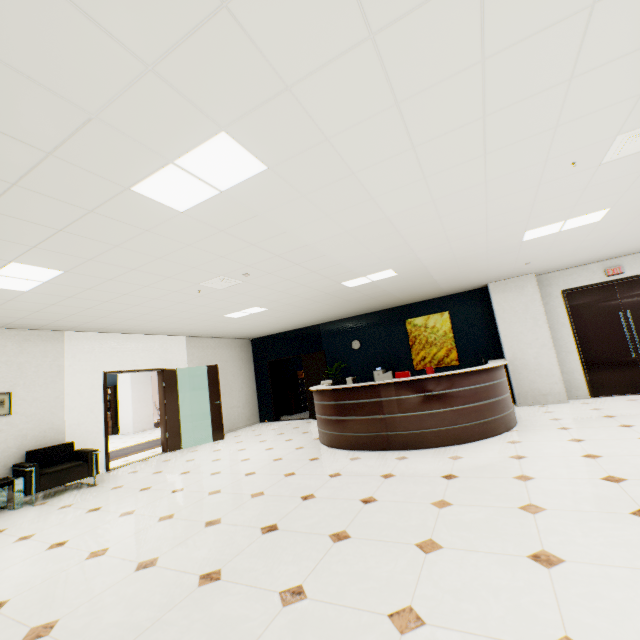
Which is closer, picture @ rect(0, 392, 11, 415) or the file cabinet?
picture @ rect(0, 392, 11, 415)

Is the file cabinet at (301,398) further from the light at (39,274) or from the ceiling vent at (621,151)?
the ceiling vent at (621,151)

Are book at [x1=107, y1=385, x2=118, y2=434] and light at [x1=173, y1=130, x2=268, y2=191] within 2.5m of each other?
no

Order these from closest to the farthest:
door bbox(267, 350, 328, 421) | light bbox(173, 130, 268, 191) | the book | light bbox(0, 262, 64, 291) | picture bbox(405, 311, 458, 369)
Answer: light bbox(173, 130, 268, 191) < light bbox(0, 262, 64, 291) < picture bbox(405, 311, 458, 369) < door bbox(267, 350, 328, 421) < the book

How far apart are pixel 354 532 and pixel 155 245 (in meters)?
3.45

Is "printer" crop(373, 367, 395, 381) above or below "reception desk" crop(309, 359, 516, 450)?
above

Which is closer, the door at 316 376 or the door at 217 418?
the door at 217 418

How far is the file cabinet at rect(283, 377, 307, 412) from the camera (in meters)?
12.64
